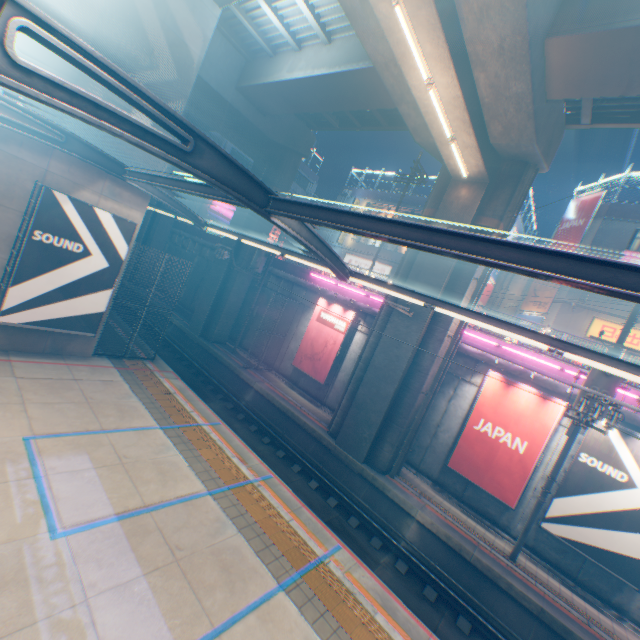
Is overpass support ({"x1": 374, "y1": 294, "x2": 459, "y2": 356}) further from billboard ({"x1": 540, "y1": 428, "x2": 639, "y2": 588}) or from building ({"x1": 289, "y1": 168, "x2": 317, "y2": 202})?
billboard ({"x1": 540, "y1": 428, "x2": 639, "y2": 588})

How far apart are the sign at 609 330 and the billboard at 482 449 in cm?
1235

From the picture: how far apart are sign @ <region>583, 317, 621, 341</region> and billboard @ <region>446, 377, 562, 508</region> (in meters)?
12.35

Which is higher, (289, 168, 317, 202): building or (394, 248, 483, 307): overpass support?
(289, 168, 317, 202): building

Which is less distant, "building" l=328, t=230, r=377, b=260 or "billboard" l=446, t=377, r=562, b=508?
"billboard" l=446, t=377, r=562, b=508

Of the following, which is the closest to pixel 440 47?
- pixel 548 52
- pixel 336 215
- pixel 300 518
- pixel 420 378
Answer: pixel 548 52

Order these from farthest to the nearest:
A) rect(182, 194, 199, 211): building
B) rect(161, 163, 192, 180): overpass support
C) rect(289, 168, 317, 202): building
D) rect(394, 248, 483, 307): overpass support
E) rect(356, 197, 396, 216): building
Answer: rect(289, 168, 317, 202): building
rect(182, 194, 199, 211): building
rect(356, 197, 396, 216): building
rect(161, 163, 192, 180): overpass support
rect(394, 248, 483, 307): overpass support

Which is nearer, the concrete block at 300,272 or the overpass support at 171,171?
the concrete block at 300,272
